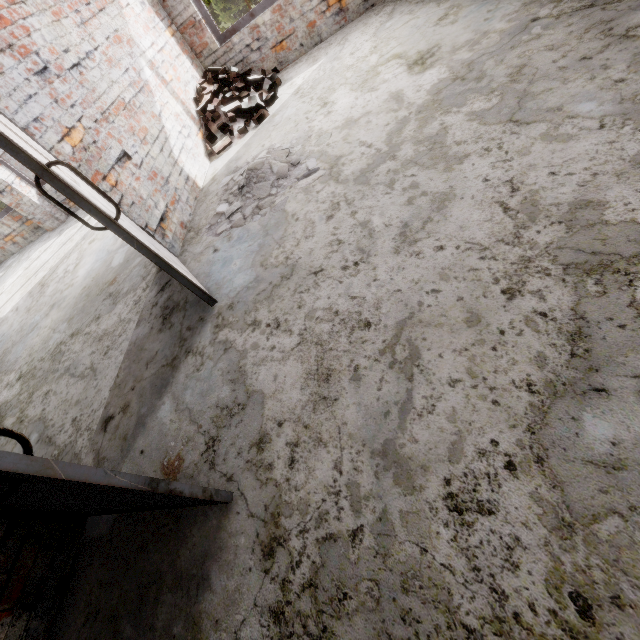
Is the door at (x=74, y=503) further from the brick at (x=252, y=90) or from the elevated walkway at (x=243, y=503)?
the brick at (x=252, y=90)

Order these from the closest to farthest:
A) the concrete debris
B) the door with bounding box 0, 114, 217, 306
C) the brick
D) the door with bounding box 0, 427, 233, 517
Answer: the door with bounding box 0, 427, 233, 517, the door with bounding box 0, 114, 217, 306, the concrete debris, the brick

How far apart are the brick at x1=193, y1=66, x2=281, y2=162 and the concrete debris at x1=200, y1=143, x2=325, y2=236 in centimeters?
77cm

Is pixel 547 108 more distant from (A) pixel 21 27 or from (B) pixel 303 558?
(A) pixel 21 27

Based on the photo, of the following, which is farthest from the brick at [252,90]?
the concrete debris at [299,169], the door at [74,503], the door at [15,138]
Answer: the door at [74,503]

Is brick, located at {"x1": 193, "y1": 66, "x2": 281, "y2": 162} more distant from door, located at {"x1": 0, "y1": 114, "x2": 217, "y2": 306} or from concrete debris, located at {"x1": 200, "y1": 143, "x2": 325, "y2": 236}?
door, located at {"x1": 0, "y1": 114, "x2": 217, "y2": 306}

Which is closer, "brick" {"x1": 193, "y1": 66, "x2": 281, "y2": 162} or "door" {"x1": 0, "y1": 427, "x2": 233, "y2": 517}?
"door" {"x1": 0, "y1": 427, "x2": 233, "y2": 517}

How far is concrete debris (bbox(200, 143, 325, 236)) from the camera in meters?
3.0 m
